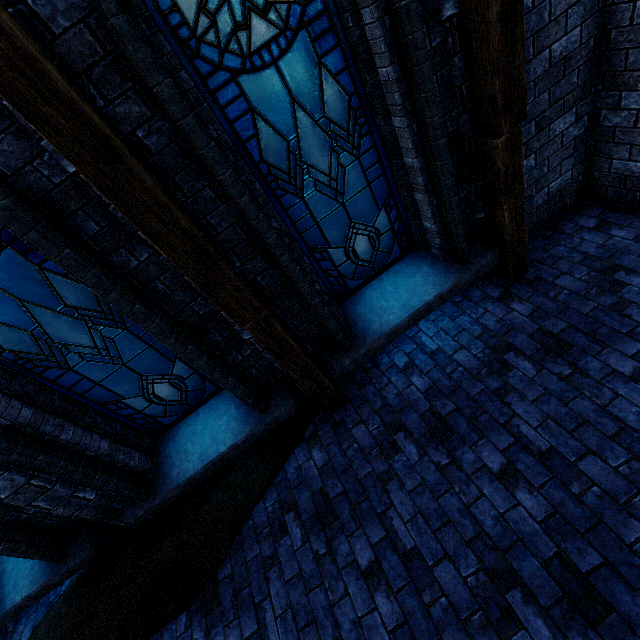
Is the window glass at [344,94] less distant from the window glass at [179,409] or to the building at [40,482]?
the building at [40,482]

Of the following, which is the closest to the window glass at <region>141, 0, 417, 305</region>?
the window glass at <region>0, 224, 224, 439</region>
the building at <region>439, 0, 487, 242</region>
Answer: the building at <region>439, 0, 487, 242</region>

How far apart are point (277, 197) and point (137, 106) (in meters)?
1.35

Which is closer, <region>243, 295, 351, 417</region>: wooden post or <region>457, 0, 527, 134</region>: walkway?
<region>457, 0, 527, 134</region>: walkway

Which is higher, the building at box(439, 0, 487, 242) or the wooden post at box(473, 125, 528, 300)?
the building at box(439, 0, 487, 242)

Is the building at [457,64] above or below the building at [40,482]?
above

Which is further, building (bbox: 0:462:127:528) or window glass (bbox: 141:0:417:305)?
building (bbox: 0:462:127:528)

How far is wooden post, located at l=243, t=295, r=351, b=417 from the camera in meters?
3.0
